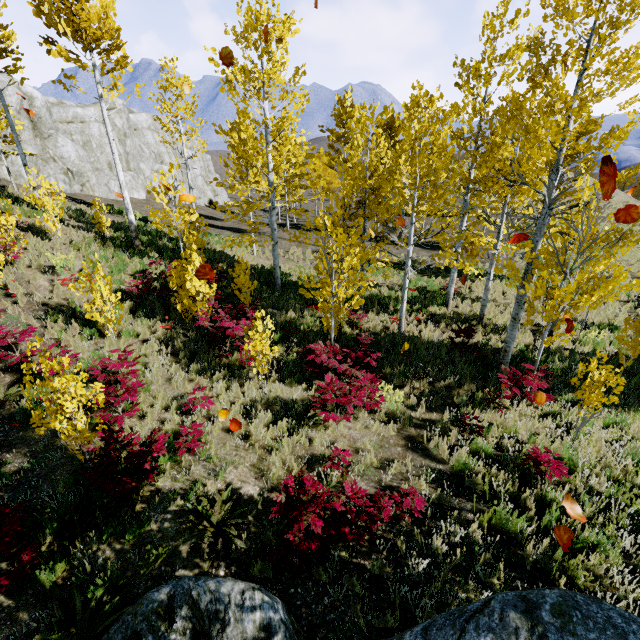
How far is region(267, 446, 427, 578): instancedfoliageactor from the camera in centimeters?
414cm

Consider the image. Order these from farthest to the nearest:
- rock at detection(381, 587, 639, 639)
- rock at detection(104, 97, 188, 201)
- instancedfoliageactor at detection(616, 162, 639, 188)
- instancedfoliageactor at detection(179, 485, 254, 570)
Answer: rock at detection(104, 97, 188, 201) → instancedfoliageactor at detection(616, 162, 639, 188) → instancedfoliageactor at detection(179, 485, 254, 570) → rock at detection(381, 587, 639, 639)

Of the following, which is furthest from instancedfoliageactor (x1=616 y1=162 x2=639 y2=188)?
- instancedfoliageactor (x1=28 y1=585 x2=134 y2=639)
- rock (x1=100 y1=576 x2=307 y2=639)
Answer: instancedfoliageactor (x1=28 y1=585 x2=134 y2=639)

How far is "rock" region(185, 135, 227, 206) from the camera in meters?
41.1

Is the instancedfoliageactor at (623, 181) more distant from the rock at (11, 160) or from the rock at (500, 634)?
the rock at (11, 160)

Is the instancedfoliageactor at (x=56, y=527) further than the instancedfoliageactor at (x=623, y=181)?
No

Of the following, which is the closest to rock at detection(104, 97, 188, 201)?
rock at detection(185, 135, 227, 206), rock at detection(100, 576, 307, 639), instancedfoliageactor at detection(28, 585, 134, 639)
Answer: rock at detection(185, 135, 227, 206)

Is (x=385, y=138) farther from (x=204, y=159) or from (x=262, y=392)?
(x=204, y=159)
